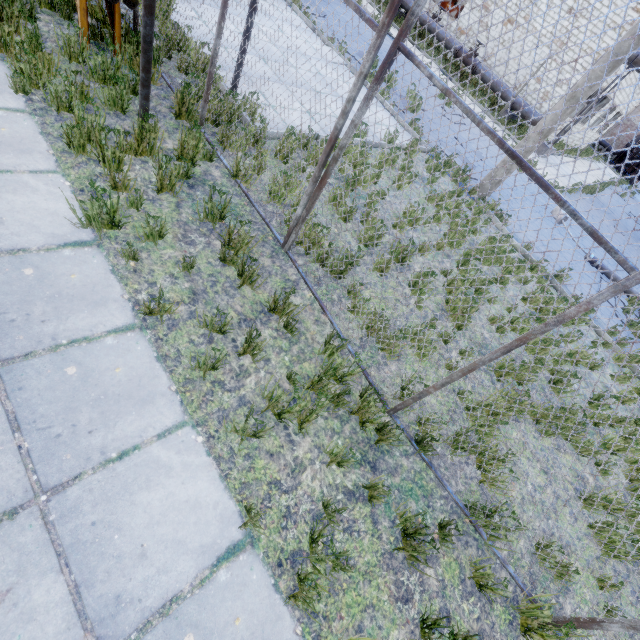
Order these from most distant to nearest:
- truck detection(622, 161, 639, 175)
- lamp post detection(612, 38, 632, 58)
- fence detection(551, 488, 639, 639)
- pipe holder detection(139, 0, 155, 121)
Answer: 1. truck detection(622, 161, 639, 175)
2. lamp post detection(612, 38, 632, 58)
3. pipe holder detection(139, 0, 155, 121)
4. fence detection(551, 488, 639, 639)

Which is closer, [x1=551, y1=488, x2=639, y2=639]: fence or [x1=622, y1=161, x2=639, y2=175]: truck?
[x1=551, y1=488, x2=639, y2=639]: fence

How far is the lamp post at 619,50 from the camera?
6.4 meters

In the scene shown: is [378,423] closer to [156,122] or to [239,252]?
[239,252]

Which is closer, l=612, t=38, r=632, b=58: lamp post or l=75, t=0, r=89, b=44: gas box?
l=75, t=0, r=89, b=44: gas box

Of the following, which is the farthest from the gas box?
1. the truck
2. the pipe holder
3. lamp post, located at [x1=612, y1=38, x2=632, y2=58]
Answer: the truck

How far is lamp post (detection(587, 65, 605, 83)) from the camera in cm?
678

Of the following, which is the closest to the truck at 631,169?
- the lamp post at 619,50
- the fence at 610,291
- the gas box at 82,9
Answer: the lamp post at 619,50
